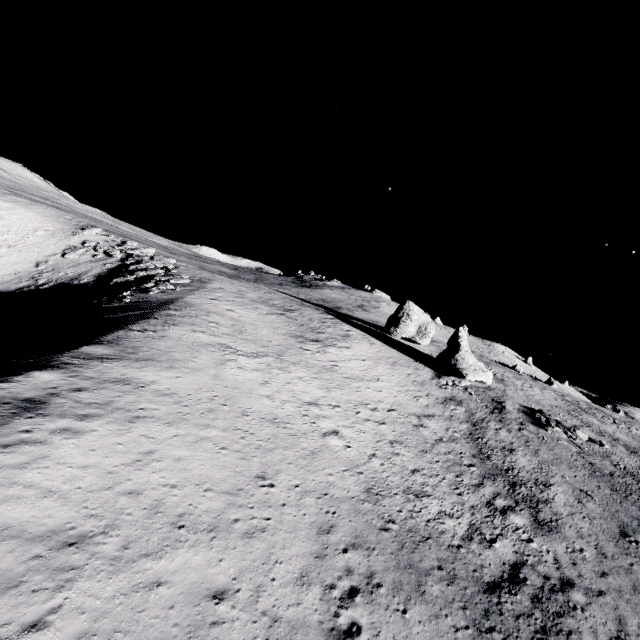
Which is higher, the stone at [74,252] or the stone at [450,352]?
the stone at [450,352]

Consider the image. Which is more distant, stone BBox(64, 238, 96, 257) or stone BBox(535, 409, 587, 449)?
stone BBox(64, 238, 96, 257)

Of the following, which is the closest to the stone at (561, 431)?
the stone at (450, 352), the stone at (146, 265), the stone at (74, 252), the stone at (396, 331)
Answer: the stone at (450, 352)

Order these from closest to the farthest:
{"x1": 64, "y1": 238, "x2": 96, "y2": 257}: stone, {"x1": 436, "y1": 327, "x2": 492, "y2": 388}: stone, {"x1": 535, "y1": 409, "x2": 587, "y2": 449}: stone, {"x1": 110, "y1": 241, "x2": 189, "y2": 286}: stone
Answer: →
1. {"x1": 535, "y1": 409, "x2": 587, "y2": 449}: stone
2. {"x1": 110, "y1": 241, "x2": 189, "y2": 286}: stone
3. {"x1": 436, "y1": 327, "x2": 492, "y2": 388}: stone
4. {"x1": 64, "y1": 238, "x2": 96, "y2": 257}: stone

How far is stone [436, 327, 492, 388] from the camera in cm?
3844

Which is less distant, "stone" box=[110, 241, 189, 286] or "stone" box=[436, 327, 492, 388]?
"stone" box=[110, 241, 189, 286]

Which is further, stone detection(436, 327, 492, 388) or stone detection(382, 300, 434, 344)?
stone detection(382, 300, 434, 344)

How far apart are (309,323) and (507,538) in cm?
2923
